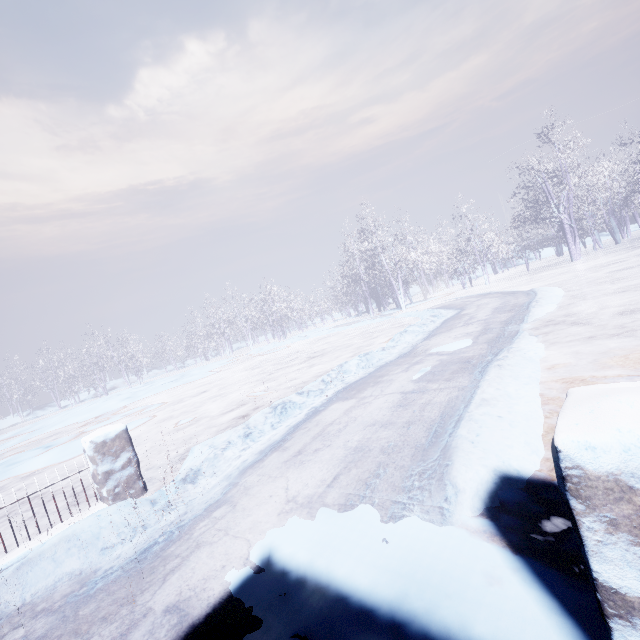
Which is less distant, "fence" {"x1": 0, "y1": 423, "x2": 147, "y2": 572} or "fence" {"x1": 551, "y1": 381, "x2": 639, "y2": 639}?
"fence" {"x1": 551, "y1": 381, "x2": 639, "y2": 639}

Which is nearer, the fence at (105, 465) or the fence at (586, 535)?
the fence at (586, 535)

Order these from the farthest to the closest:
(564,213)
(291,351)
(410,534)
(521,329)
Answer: (291,351) → (564,213) → (521,329) → (410,534)
